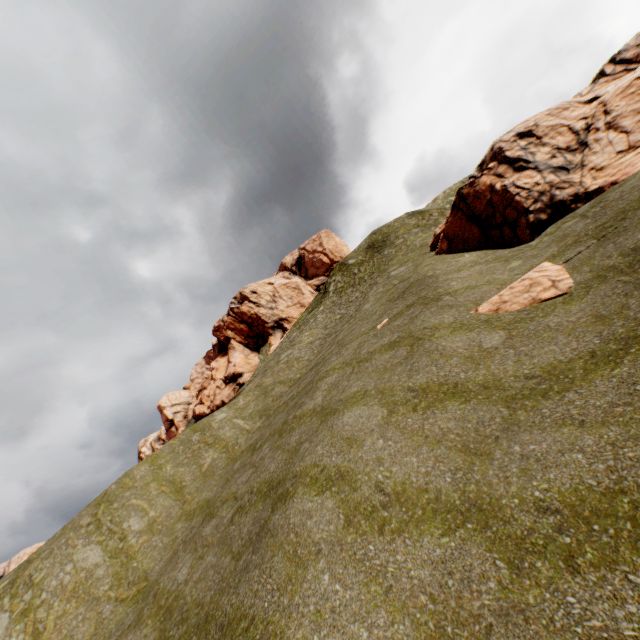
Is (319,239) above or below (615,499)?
above

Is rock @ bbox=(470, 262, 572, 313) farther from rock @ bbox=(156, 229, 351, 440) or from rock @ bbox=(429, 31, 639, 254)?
rock @ bbox=(156, 229, 351, 440)

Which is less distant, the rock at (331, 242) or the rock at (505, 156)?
the rock at (505, 156)

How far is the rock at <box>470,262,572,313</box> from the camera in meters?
9.7 m

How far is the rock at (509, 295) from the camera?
9.7 meters

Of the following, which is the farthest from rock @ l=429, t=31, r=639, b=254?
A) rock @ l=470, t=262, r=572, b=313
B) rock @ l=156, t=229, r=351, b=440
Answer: rock @ l=156, t=229, r=351, b=440
